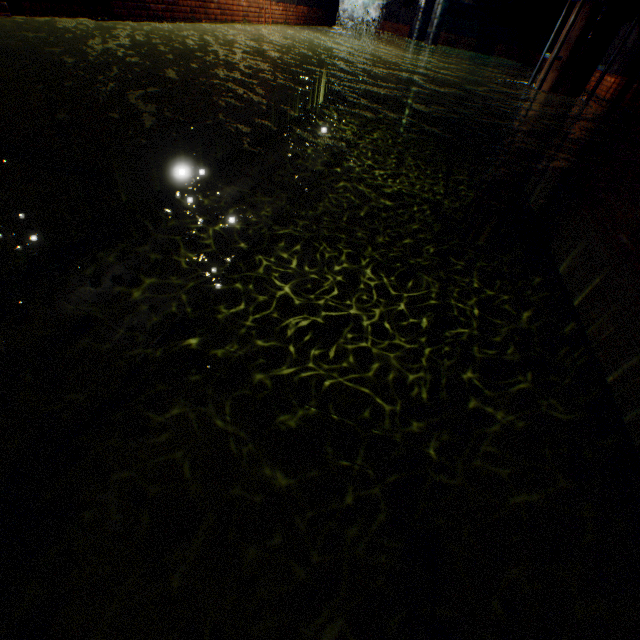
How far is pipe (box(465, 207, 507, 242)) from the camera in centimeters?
932cm

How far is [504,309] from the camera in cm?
731

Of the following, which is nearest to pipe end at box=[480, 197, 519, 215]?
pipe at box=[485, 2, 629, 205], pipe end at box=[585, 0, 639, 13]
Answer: pipe at box=[485, 2, 629, 205]

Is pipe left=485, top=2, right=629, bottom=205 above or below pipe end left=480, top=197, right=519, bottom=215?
above

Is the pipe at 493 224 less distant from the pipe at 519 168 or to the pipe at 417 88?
the pipe at 519 168

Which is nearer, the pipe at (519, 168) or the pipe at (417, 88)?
the pipe at (519, 168)

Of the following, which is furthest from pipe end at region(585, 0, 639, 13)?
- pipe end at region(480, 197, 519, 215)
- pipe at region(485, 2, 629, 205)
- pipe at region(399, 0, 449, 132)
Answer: pipe at region(399, 0, 449, 132)

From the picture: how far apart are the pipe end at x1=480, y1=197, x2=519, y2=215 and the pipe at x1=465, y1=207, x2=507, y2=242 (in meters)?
0.06
